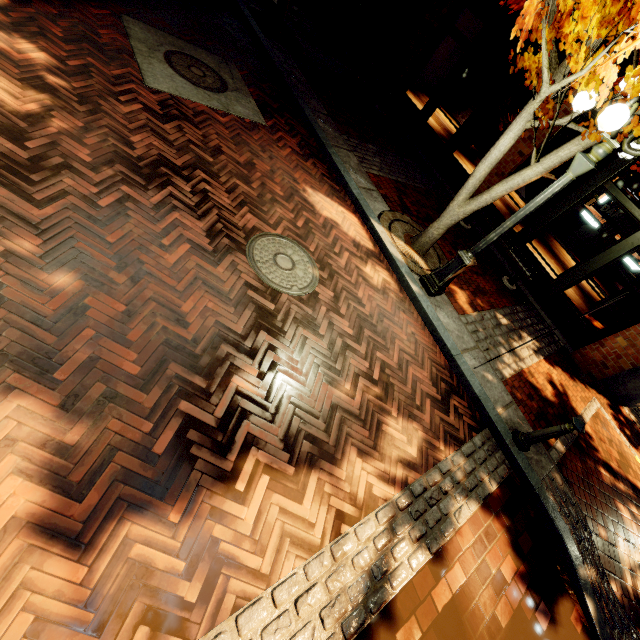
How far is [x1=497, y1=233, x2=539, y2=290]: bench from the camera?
7.52m

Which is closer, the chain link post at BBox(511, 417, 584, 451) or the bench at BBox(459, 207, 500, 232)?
the chain link post at BBox(511, 417, 584, 451)

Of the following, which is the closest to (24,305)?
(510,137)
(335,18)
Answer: (510,137)

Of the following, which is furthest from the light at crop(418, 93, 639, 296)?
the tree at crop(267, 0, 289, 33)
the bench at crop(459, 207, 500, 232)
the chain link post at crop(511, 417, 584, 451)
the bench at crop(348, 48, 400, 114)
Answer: the bench at crop(348, 48, 400, 114)

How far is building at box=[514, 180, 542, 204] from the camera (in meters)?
8.02

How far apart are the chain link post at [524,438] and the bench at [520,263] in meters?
4.3

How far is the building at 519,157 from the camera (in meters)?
7.75
